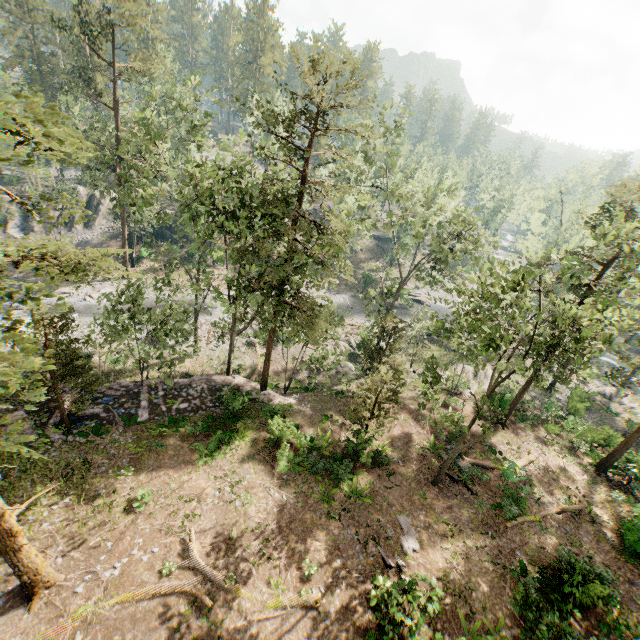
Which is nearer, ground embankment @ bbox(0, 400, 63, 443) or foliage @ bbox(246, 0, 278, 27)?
ground embankment @ bbox(0, 400, 63, 443)

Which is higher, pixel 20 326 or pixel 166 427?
pixel 166 427

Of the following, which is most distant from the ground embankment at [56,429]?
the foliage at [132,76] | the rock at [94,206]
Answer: the rock at [94,206]

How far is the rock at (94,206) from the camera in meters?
45.7

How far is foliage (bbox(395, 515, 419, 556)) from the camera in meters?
16.1 m

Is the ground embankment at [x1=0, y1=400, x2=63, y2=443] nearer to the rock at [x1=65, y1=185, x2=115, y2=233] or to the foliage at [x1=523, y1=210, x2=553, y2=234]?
the foliage at [x1=523, y1=210, x2=553, y2=234]

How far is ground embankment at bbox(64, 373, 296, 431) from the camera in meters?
20.0 m

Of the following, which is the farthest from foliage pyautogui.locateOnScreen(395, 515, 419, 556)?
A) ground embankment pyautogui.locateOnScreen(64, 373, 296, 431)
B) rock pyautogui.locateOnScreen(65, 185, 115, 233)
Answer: rock pyautogui.locateOnScreen(65, 185, 115, 233)
